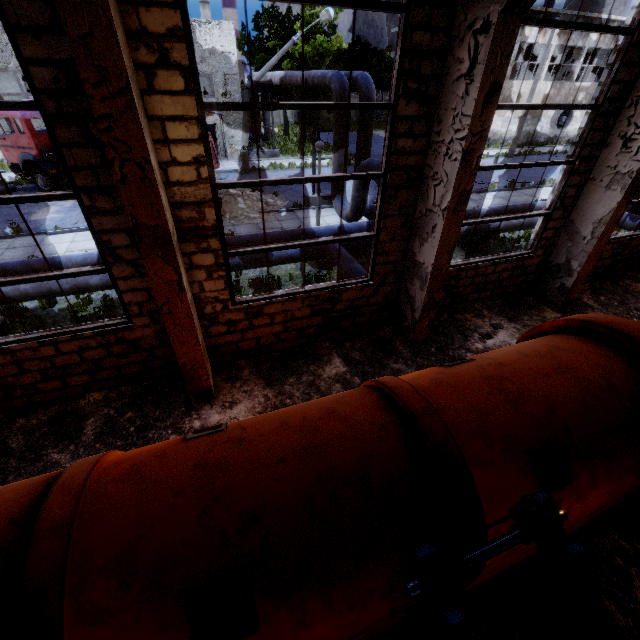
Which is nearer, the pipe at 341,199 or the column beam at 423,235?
the column beam at 423,235

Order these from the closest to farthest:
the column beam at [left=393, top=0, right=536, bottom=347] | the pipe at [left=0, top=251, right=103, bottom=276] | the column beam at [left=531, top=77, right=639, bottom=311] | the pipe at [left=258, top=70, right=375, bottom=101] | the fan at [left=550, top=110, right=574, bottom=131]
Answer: the column beam at [left=393, top=0, right=536, bottom=347], the column beam at [left=531, top=77, right=639, bottom=311], the pipe at [left=0, top=251, right=103, bottom=276], the pipe at [left=258, top=70, right=375, bottom=101], the fan at [left=550, top=110, right=574, bottom=131]

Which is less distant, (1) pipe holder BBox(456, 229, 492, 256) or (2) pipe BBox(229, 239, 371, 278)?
(2) pipe BBox(229, 239, 371, 278)

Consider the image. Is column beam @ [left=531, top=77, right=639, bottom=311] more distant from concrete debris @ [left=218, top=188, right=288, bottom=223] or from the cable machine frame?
concrete debris @ [left=218, top=188, right=288, bottom=223]

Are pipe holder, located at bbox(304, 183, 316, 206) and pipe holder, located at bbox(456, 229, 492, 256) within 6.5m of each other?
yes

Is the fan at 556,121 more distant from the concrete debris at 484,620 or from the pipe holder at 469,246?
the concrete debris at 484,620

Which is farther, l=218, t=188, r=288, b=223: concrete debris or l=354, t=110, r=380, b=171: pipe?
l=218, t=188, r=288, b=223: concrete debris

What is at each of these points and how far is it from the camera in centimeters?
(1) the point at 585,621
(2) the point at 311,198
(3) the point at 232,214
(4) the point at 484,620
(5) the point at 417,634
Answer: (1) cable machine frame, 247cm
(2) pipe holder, 1542cm
(3) concrete debris, 1438cm
(4) concrete debris, 353cm
(5) concrete debris, 334cm
